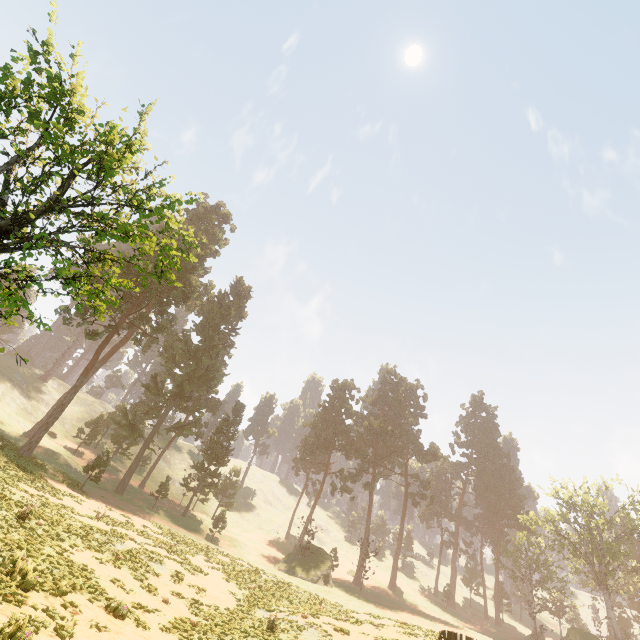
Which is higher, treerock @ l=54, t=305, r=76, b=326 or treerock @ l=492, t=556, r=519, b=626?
treerock @ l=54, t=305, r=76, b=326

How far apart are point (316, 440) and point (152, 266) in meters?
36.4 m

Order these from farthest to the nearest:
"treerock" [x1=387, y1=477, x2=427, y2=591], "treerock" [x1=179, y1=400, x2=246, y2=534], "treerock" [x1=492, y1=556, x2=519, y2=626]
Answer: "treerock" [x1=492, y1=556, x2=519, y2=626] < "treerock" [x1=387, y1=477, x2=427, y2=591] < "treerock" [x1=179, y1=400, x2=246, y2=534]

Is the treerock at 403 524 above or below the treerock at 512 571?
above

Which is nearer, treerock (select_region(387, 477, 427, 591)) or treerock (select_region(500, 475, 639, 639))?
Answer: treerock (select_region(500, 475, 639, 639))

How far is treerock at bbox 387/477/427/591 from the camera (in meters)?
52.81

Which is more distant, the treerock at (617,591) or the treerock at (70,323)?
the treerock at (617,591)
